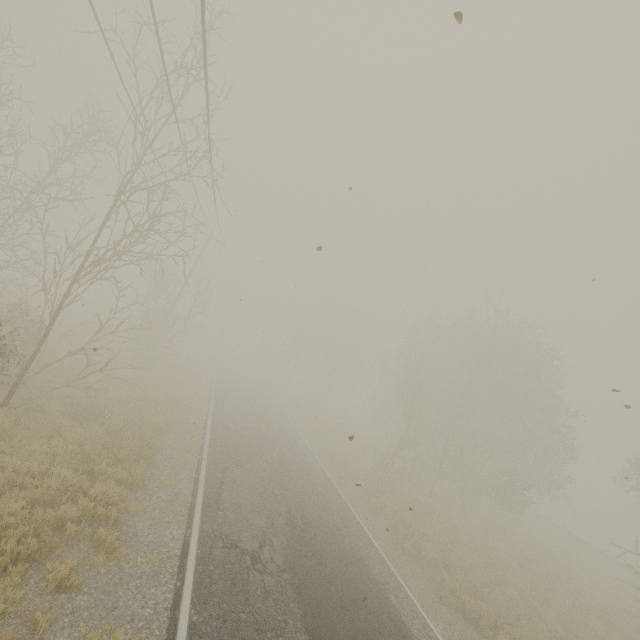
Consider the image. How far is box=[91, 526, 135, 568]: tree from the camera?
6.64m

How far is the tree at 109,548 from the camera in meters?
6.6 m

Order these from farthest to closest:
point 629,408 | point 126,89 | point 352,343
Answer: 1. point 352,343
2. point 126,89
3. point 629,408
